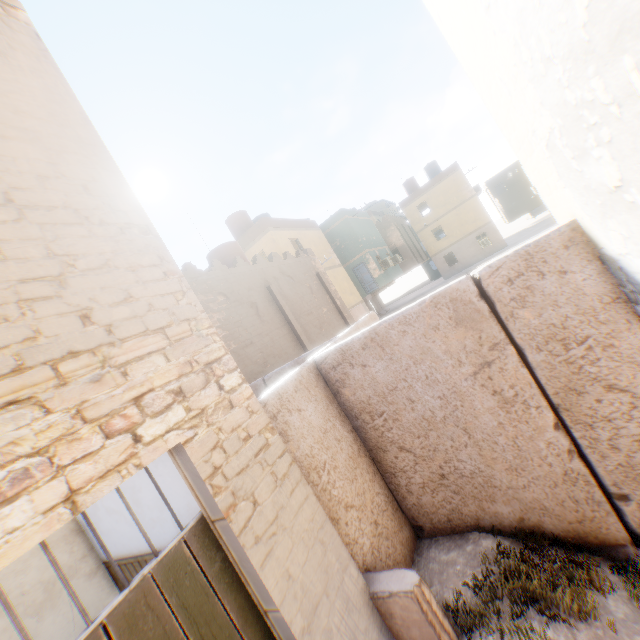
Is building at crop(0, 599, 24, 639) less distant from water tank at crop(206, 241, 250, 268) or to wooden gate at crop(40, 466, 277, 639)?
wooden gate at crop(40, 466, 277, 639)

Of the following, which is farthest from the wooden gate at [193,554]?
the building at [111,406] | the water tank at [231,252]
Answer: the water tank at [231,252]

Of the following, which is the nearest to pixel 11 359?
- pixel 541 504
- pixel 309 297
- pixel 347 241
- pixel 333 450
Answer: pixel 333 450

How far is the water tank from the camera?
14.0 meters

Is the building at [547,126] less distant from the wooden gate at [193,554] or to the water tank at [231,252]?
the wooden gate at [193,554]

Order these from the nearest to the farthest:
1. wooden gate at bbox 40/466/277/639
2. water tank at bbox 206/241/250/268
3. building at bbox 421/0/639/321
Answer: building at bbox 421/0/639/321 → wooden gate at bbox 40/466/277/639 → water tank at bbox 206/241/250/268

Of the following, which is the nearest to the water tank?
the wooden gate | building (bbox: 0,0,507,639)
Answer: building (bbox: 0,0,507,639)

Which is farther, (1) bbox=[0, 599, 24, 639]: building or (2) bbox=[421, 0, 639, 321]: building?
(1) bbox=[0, 599, 24, 639]: building
